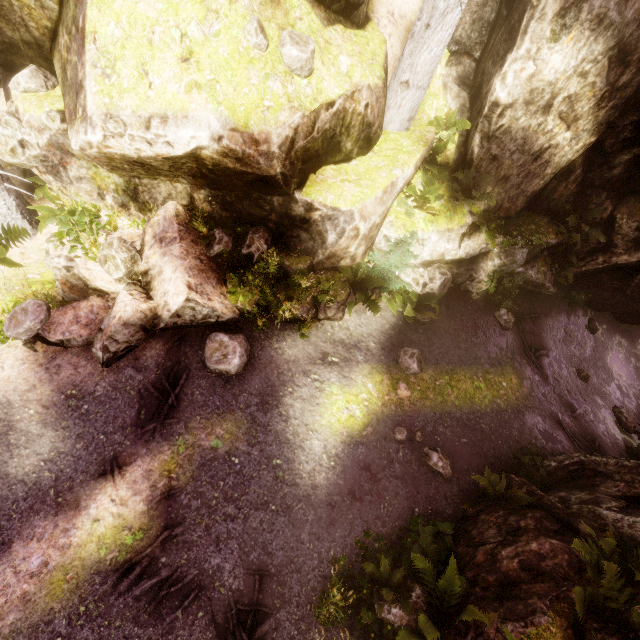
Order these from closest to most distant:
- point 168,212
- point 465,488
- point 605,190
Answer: point 168,212, point 465,488, point 605,190

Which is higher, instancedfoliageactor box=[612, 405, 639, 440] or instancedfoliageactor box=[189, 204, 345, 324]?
instancedfoliageactor box=[189, 204, 345, 324]

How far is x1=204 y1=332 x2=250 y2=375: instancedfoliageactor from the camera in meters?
6.9

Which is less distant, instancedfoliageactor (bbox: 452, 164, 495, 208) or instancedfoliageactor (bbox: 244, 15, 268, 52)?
instancedfoliageactor (bbox: 244, 15, 268, 52)

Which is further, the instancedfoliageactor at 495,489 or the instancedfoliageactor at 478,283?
the instancedfoliageactor at 478,283

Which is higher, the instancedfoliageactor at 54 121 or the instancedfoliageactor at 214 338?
the instancedfoliageactor at 54 121

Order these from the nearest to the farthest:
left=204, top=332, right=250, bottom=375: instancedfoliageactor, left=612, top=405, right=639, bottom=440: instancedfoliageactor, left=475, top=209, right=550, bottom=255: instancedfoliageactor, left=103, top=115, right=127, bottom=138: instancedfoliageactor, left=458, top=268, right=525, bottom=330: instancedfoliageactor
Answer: left=103, top=115, right=127, bottom=138: instancedfoliageactor < left=204, top=332, right=250, bottom=375: instancedfoliageactor < left=475, top=209, right=550, bottom=255: instancedfoliageactor < left=458, top=268, right=525, bottom=330: instancedfoliageactor < left=612, top=405, right=639, bottom=440: instancedfoliageactor
